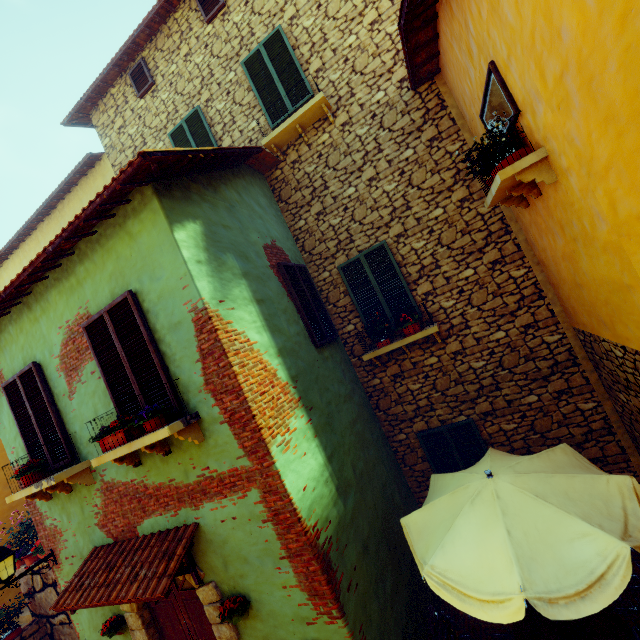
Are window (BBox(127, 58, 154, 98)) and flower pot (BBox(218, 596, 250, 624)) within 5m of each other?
no

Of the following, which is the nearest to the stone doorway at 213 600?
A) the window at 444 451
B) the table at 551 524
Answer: the table at 551 524

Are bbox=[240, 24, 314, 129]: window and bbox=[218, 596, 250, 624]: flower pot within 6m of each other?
no

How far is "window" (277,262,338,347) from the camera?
5.7m

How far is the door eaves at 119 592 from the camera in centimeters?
373cm

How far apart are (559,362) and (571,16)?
5.0m

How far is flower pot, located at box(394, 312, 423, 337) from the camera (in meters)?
5.91

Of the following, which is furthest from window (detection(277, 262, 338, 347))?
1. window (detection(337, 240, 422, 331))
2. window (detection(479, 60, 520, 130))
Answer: window (detection(479, 60, 520, 130))
